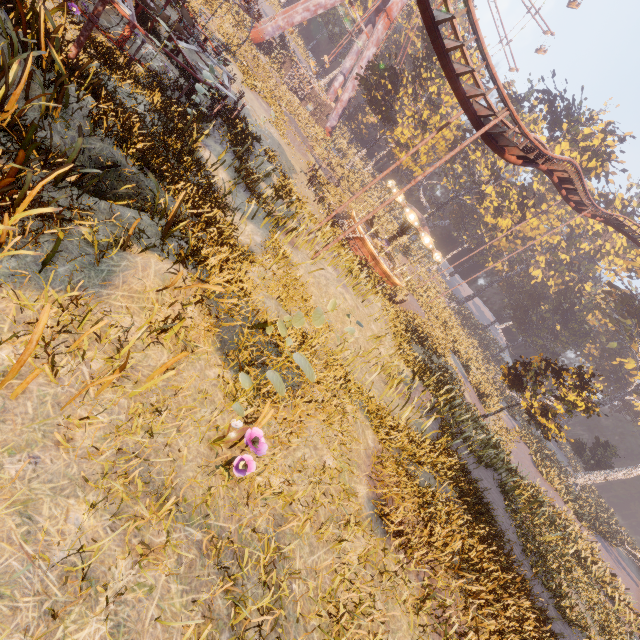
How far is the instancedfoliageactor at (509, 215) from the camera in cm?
4366

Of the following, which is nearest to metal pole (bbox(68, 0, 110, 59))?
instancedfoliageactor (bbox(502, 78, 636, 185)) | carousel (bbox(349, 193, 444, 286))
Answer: carousel (bbox(349, 193, 444, 286))

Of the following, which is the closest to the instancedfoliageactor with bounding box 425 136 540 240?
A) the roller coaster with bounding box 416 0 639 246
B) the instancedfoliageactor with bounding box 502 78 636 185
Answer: the roller coaster with bounding box 416 0 639 246

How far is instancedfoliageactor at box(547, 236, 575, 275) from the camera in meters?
54.8 m

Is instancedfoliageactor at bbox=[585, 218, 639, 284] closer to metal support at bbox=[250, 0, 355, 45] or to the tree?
the tree

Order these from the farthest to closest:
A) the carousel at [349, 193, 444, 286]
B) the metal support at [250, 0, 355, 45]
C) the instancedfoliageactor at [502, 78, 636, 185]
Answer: the instancedfoliageactor at [502, 78, 636, 185] < the metal support at [250, 0, 355, 45] < the carousel at [349, 193, 444, 286]

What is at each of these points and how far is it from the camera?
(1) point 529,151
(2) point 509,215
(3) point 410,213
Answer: (1) roller coaster, 15.7 meters
(2) instancedfoliageactor, 44.7 meters
(3) carousel, 22.9 meters

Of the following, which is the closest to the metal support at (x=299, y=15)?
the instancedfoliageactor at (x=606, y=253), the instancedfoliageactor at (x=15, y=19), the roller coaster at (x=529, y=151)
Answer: the instancedfoliageactor at (x=15, y=19)
